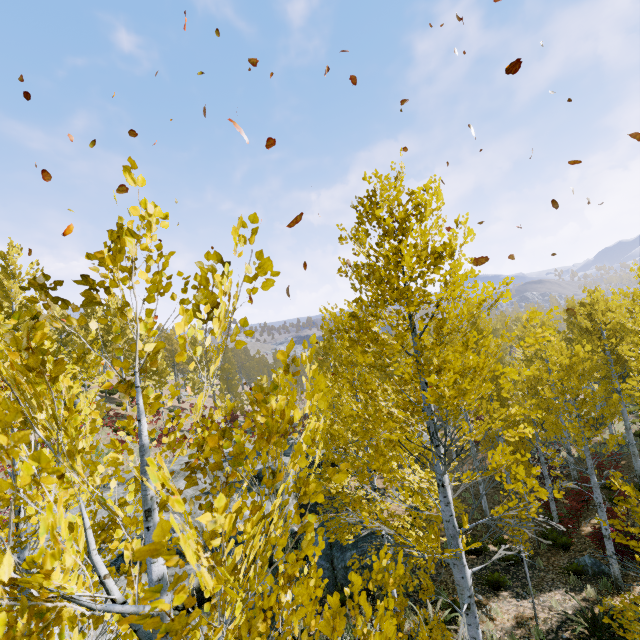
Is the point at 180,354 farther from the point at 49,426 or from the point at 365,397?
the point at 365,397

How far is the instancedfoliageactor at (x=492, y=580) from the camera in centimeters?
1058cm

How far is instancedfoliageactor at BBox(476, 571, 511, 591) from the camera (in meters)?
10.58

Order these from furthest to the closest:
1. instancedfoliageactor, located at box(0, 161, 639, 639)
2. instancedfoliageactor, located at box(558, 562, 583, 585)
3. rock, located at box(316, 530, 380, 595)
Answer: rock, located at box(316, 530, 380, 595)
instancedfoliageactor, located at box(558, 562, 583, 585)
instancedfoliageactor, located at box(0, 161, 639, 639)

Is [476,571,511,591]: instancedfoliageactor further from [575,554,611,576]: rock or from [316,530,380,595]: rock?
[575,554,611,576]: rock

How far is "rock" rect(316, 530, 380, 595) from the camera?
10.78m

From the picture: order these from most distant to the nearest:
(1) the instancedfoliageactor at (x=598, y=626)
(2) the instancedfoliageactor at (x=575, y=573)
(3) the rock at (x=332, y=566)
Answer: (3) the rock at (x=332, y=566)
(2) the instancedfoliageactor at (x=575, y=573)
(1) the instancedfoliageactor at (x=598, y=626)
